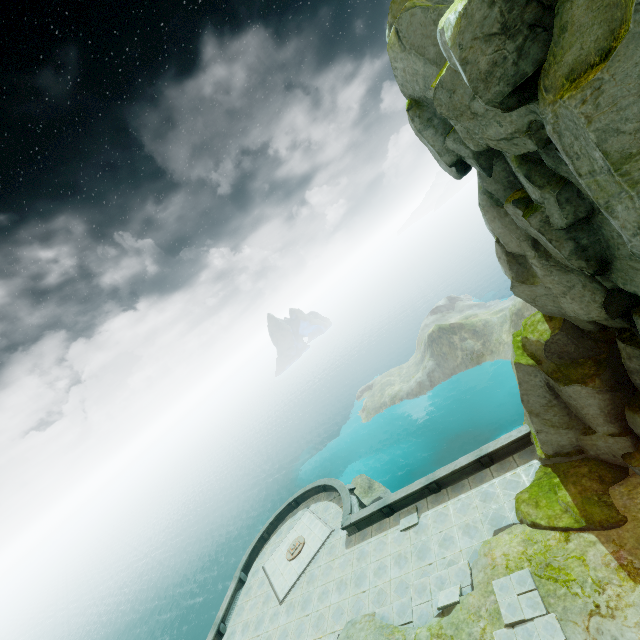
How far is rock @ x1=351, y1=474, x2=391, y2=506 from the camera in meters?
36.1

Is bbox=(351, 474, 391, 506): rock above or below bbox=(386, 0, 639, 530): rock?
below

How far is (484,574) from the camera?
14.1m

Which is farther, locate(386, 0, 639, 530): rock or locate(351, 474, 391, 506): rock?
locate(351, 474, 391, 506): rock

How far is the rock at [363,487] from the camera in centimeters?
3612cm

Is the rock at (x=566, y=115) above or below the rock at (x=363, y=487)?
above
